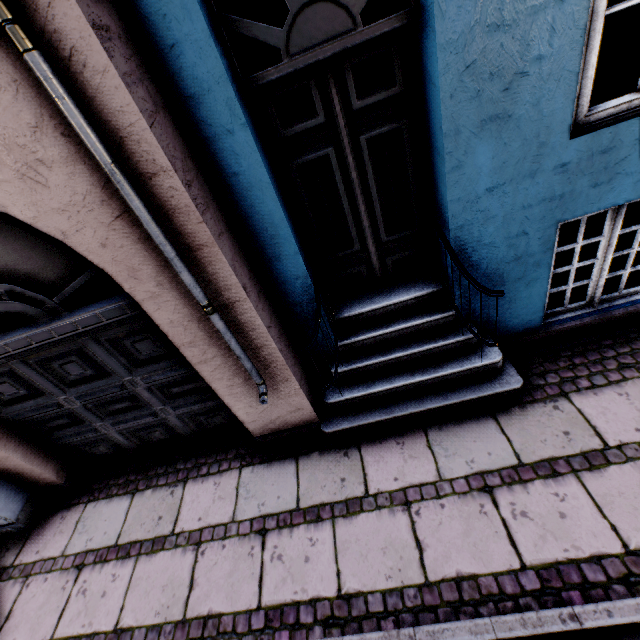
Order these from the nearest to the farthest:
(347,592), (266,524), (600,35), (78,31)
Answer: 1. (78,31)
2. (600,35)
3. (347,592)
4. (266,524)

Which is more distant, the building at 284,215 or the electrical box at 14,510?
the electrical box at 14,510

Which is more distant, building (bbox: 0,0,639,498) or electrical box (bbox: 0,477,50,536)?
electrical box (bbox: 0,477,50,536)
